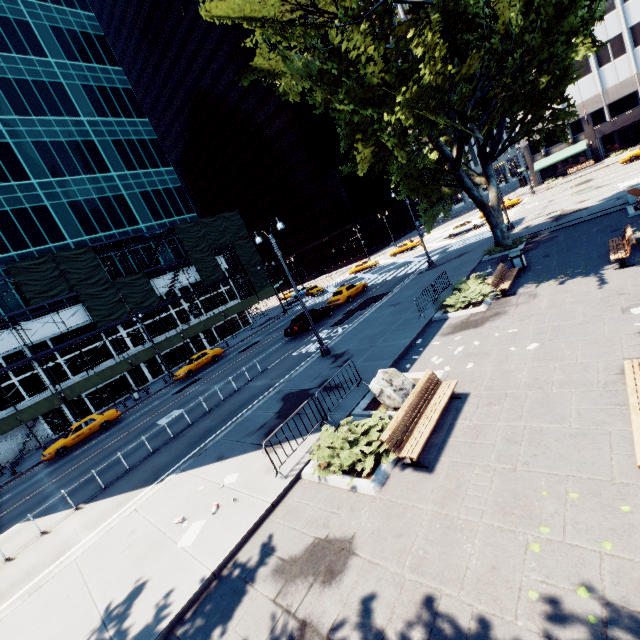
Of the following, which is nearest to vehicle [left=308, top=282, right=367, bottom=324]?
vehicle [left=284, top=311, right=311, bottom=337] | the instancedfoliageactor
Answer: vehicle [left=284, top=311, right=311, bottom=337]

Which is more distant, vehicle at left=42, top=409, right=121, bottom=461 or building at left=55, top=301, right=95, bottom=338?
building at left=55, top=301, right=95, bottom=338

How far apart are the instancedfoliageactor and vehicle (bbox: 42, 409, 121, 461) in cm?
2110

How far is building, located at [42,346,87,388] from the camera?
31.6m

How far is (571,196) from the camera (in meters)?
31.17

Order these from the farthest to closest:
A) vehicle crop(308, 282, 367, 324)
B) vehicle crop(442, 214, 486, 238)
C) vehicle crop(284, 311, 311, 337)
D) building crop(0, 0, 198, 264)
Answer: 1. vehicle crop(442, 214, 486, 238)
2. building crop(0, 0, 198, 264)
3. vehicle crop(308, 282, 367, 324)
4. vehicle crop(284, 311, 311, 337)

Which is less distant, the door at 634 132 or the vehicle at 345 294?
the vehicle at 345 294

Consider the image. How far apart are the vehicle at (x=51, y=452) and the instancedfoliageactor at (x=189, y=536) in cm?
2110
